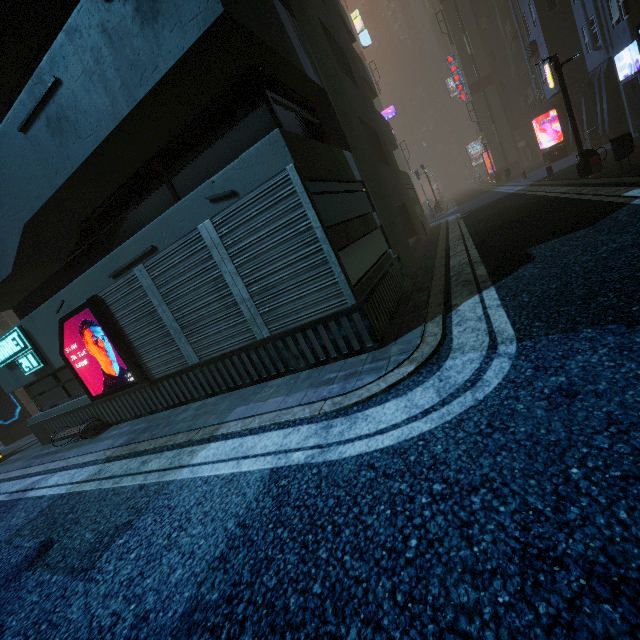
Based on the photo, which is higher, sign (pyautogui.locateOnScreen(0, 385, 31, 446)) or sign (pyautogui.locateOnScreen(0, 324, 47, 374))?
sign (pyautogui.locateOnScreen(0, 324, 47, 374))

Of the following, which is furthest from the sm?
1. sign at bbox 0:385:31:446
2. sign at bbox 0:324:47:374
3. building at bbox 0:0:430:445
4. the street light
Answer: sign at bbox 0:385:31:446

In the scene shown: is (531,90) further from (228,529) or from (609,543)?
(228,529)

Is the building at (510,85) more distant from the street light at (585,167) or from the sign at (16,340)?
the street light at (585,167)

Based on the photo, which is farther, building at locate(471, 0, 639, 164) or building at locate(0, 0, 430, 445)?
building at locate(471, 0, 639, 164)

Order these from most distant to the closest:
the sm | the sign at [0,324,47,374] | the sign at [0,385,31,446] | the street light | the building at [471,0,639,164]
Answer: the sm, the building at [471,0,639,164], the sign at [0,385,31,446], the street light, the sign at [0,324,47,374]

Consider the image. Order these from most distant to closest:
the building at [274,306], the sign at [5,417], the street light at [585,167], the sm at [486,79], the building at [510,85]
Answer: the sm at [486,79], the building at [510,85], the sign at [5,417], the street light at [585,167], the building at [274,306]

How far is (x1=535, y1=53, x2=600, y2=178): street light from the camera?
10.49m
